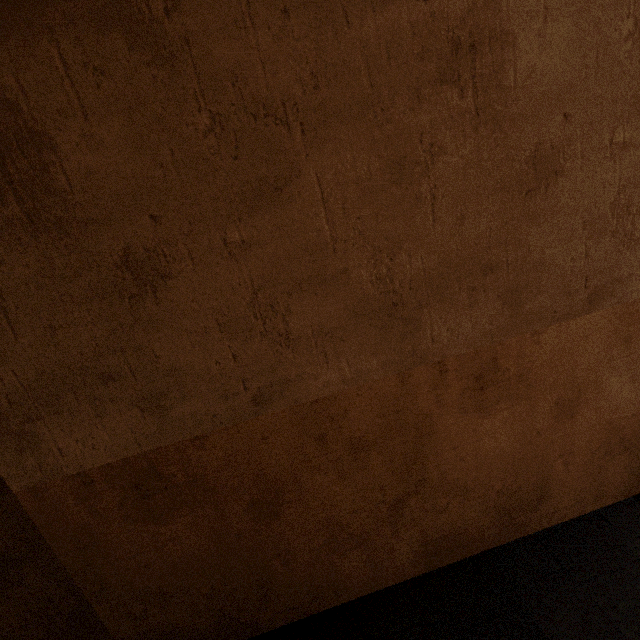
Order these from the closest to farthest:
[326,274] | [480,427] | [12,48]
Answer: [12,48] → [326,274] → [480,427]
